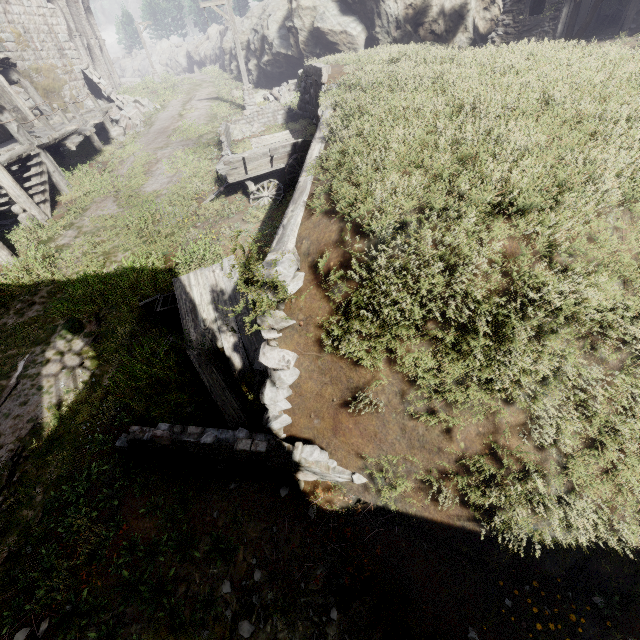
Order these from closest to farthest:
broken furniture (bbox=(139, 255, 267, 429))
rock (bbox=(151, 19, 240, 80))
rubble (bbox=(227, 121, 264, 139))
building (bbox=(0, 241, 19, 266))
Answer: broken furniture (bbox=(139, 255, 267, 429)), building (bbox=(0, 241, 19, 266)), rubble (bbox=(227, 121, 264, 139)), rock (bbox=(151, 19, 240, 80))

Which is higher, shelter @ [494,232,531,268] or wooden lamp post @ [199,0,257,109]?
shelter @ [494,232,531,268]

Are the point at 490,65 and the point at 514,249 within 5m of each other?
yes

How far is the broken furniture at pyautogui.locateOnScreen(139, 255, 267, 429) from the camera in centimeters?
524cm

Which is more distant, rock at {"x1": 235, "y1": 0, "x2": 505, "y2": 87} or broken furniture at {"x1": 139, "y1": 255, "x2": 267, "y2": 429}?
rock at {"x1": 235, "y1": 0, "x2": 505, "y2": 87}

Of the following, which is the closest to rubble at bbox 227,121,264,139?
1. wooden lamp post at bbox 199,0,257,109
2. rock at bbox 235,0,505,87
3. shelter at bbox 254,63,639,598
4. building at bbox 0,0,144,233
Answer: shelter at bbox 254,63,639,598

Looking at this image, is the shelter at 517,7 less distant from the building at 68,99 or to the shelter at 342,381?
the shelter at 342,381

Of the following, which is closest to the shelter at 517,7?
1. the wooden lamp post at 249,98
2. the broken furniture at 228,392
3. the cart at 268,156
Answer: the cart at 268,156
